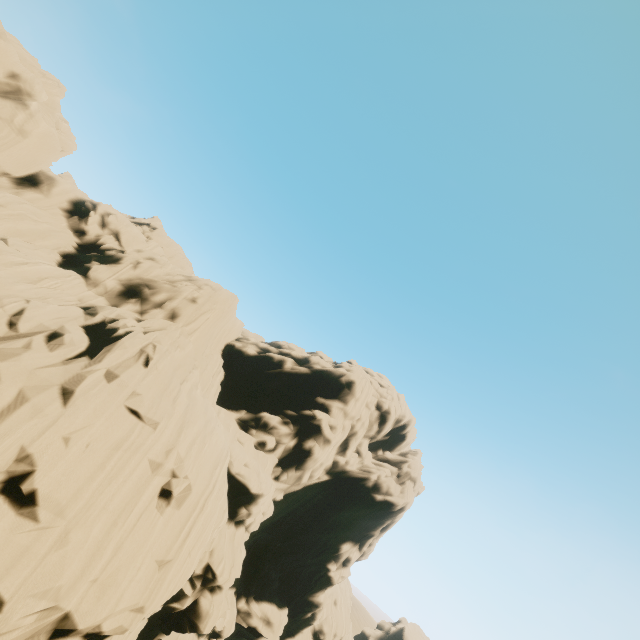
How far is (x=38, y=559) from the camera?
11.3m
